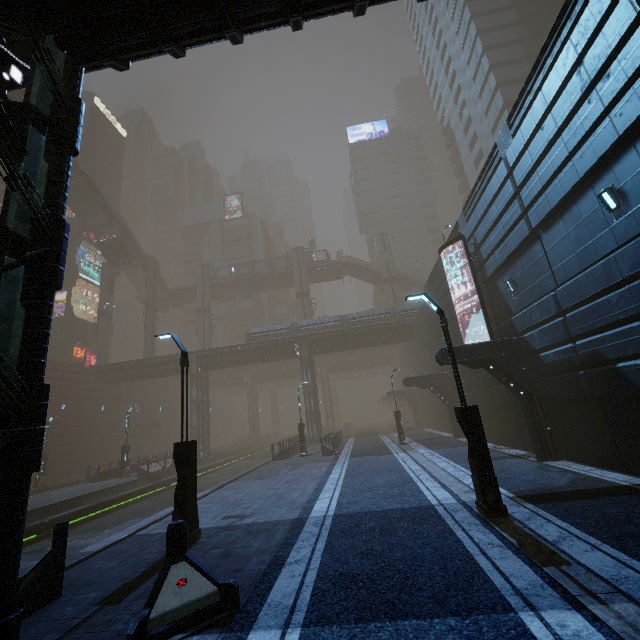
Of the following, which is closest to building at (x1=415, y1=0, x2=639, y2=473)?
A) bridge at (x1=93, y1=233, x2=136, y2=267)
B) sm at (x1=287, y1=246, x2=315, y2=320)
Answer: bridge at (x1=93, y1=233, x2=136, y2=267)

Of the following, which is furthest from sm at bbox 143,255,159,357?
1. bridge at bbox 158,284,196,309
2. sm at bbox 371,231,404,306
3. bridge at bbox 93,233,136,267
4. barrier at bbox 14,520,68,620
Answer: barrier at bbox 14,520,68,620

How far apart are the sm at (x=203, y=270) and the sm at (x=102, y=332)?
12.2 meters

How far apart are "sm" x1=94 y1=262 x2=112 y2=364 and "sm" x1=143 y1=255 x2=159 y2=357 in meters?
6.5 m

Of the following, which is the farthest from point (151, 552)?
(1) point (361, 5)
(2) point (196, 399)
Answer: (2) point (196, 399)

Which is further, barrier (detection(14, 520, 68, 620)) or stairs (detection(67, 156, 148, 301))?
stairs (detection(67, 156, 148, 301))

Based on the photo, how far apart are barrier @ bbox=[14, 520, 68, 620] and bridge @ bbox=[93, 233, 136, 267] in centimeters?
4883cm

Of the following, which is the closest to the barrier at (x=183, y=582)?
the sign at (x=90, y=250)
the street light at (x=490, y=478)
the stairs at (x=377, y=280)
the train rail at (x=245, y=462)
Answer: the train rail at (x=245, y=462)
